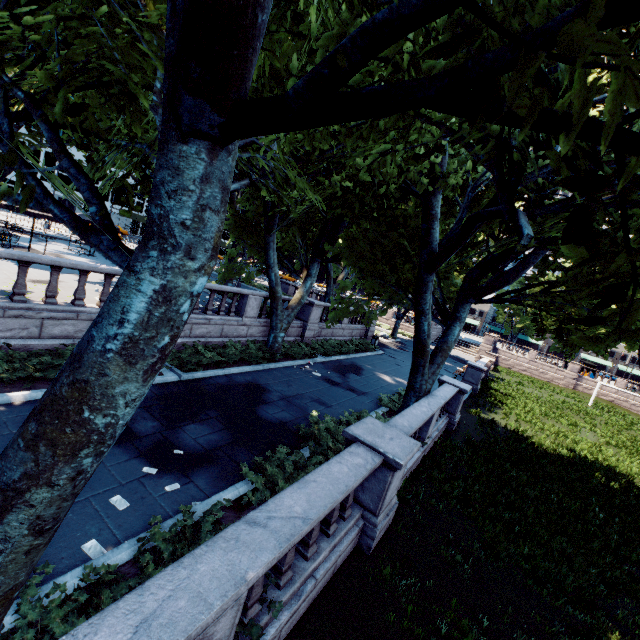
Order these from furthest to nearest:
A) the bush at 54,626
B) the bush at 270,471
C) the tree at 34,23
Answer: the bush at 270,471
the bush at 54,626
the tree at 34,23

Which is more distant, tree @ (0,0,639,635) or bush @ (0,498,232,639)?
bush @ (0,498,232,639)

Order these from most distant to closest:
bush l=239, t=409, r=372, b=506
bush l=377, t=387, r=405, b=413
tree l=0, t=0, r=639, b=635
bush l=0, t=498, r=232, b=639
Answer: bush l=377, t=387, r=405, b=413
bush l=239, t=409, r=372, b=506
bush l=0, t=498, r=232, b=639
tree l=0, t=0, r=639, b=635

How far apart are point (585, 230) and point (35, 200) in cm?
475

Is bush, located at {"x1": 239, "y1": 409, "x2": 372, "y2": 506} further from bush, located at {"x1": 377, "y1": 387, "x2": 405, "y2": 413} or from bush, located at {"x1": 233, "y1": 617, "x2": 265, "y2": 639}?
bush, located at {"x1": 377, "y1": 387, "x2": 405, "y2": 413}

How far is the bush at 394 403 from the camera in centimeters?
1377cm

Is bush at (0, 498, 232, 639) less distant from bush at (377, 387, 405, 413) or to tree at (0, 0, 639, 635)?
tree at (0, 0, 639, 635)
